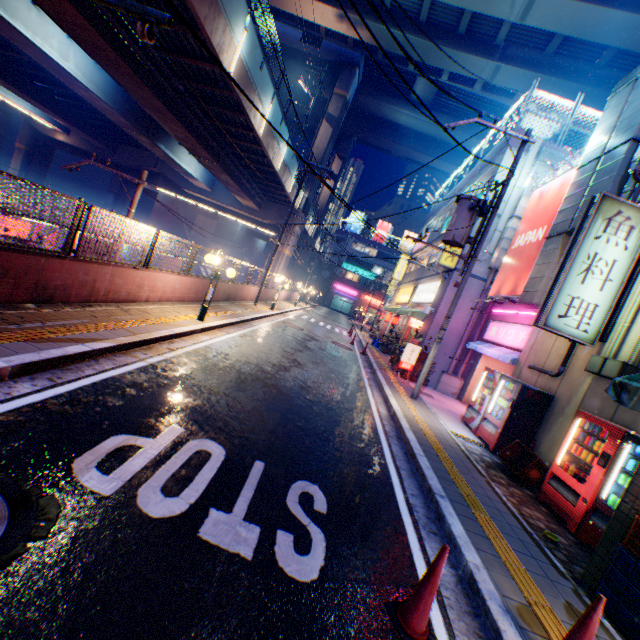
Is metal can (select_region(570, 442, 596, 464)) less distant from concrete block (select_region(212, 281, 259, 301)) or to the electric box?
the electric box

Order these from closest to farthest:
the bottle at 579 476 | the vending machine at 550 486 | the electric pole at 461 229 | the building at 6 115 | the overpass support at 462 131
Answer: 1. the vending machine at 550 486
2. the bottle at 579 476
3. the electric pole at 461 229
4. the overpass support at 462 131
5. the building at 6 115

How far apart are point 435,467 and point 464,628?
3.2m

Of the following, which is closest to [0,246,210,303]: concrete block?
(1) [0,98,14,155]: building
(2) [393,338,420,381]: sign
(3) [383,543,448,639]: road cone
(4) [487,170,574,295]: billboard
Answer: (3) [383,543,448,639]: road cone

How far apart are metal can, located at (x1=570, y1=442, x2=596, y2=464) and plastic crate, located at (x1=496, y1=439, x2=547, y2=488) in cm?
76

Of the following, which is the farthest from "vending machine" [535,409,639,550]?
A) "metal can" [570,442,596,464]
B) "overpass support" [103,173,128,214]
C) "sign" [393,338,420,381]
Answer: "overpass support" [103,173,128,214]

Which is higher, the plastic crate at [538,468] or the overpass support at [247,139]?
the overpass support at [247,139]

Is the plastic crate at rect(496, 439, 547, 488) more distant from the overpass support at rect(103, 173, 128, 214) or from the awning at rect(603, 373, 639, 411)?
the overpass support at rect(103, 173, 128, 214)
